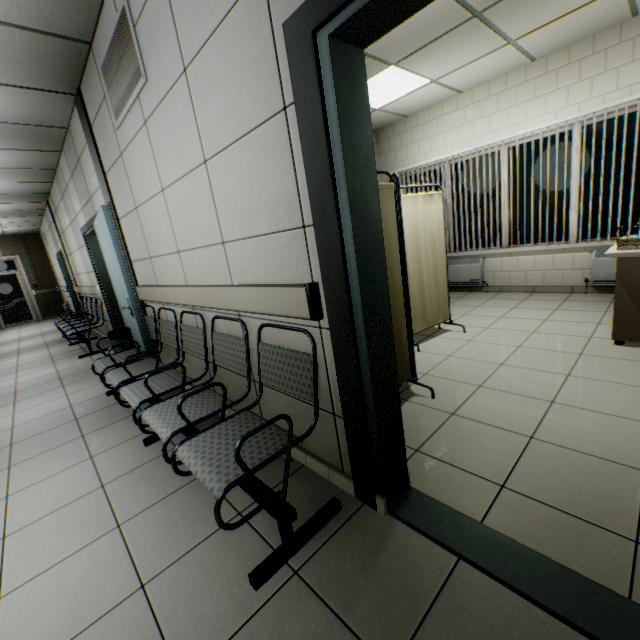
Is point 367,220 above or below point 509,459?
above

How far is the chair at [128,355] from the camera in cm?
141

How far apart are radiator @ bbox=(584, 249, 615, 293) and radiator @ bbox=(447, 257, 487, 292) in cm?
149

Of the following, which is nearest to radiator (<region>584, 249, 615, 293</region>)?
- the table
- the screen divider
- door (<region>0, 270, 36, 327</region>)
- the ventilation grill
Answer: the table

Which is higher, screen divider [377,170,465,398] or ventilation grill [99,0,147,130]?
ventilation grill [99,0,147,130]

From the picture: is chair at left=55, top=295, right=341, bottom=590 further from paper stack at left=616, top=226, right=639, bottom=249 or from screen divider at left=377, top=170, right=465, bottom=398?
paper stack at left=616, top=226, right=639, bottom=249

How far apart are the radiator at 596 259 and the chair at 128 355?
5.0m

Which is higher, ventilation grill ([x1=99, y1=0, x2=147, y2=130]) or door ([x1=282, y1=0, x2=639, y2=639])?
ventilation grill ([x1=99, y1=0, x2=147, y2=130])
